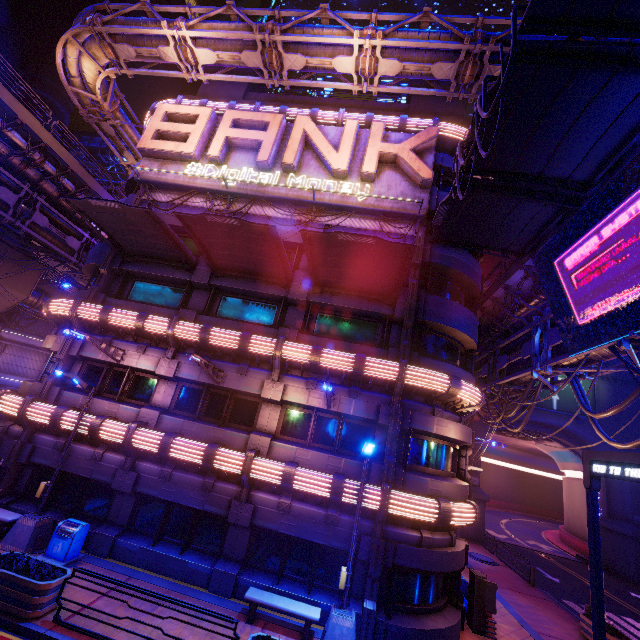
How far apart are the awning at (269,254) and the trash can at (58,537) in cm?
1094

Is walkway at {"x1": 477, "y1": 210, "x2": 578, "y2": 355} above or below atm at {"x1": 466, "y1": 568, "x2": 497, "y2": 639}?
above

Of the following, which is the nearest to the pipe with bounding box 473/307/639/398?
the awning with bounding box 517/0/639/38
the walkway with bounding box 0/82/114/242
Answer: the awning with bounding box 517/0/639/38

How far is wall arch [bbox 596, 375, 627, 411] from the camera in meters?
32.3 m

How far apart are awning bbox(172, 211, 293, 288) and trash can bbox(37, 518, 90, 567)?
10.9 meters

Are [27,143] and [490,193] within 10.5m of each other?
no

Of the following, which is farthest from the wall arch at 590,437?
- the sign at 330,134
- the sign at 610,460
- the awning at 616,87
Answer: the sign at 610,460

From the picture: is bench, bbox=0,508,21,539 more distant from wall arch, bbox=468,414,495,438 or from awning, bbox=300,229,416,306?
wall arch, bbox=468,414,495,438
